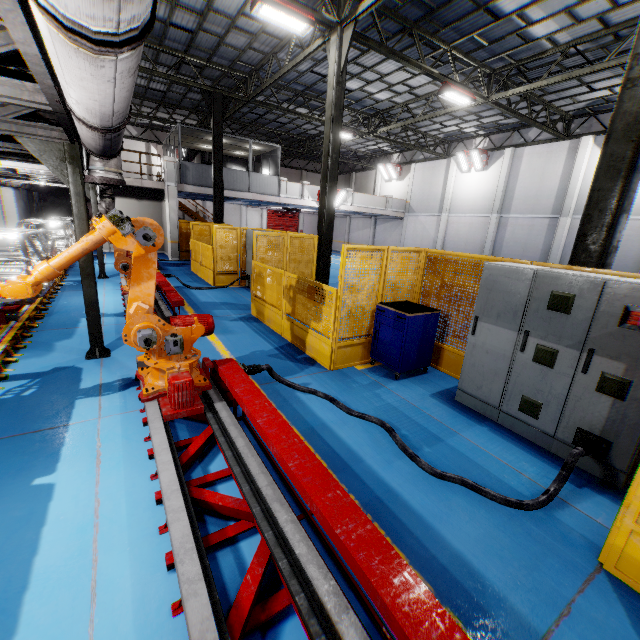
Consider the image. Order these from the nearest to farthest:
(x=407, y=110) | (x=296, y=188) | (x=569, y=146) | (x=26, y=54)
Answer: (x=26, y=54)
(x=569, y=146)
(x=407, y=110)
(x=296, y=188)

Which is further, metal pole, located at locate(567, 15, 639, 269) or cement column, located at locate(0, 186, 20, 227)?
cement column, located at locate(0, 186, 20, 227)

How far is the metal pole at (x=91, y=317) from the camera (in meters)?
5.21

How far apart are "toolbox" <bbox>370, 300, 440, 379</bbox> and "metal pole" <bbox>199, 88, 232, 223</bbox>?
12.5m

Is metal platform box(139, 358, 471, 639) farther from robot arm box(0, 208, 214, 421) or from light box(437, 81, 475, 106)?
light box(437, 81, 475, 106)

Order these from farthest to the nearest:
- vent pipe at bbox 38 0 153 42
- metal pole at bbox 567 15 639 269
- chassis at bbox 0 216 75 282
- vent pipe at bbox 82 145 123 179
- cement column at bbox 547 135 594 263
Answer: cement column at bbox 547 135 594 263
chassis at bbox 0 216 75 282
vent pipe at bbox 82 145 123 179
metal pole at bbox 567 15 639 269
vent pipe at bbox 38 0 153 42

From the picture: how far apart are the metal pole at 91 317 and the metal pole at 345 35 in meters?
6.6 m

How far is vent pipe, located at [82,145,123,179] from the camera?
4.8m
